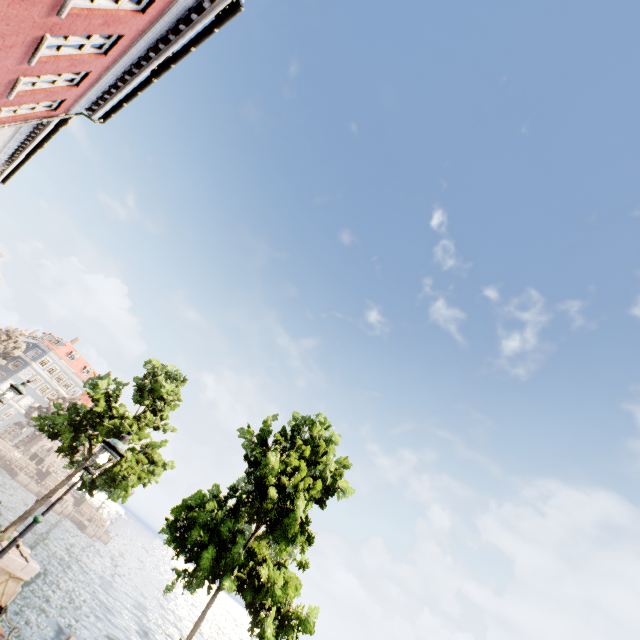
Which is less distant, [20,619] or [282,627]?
[282,627]

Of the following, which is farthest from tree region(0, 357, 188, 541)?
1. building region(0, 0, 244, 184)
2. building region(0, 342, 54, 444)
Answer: building region(0, 342, 54, 444)

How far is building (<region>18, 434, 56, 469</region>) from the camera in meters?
57.3 m

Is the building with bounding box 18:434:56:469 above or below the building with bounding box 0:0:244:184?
below

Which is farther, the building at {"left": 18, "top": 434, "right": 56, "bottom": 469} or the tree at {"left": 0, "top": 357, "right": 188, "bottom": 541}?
the building at {"left": 18, "top": 434, "right": 56, "bottom": 469}

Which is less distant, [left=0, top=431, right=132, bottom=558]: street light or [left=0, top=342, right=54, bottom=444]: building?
[left=0, top=431, right=132, bottom=558]: street light

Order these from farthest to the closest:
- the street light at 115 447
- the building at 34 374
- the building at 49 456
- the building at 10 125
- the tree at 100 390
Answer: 1. the building at 49 456
2. the building at 34 374
3. the tree at 100 390
4. the building at 10 125
5. the street light at 115 447

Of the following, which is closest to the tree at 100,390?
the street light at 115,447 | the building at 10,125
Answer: the building at 10,125
